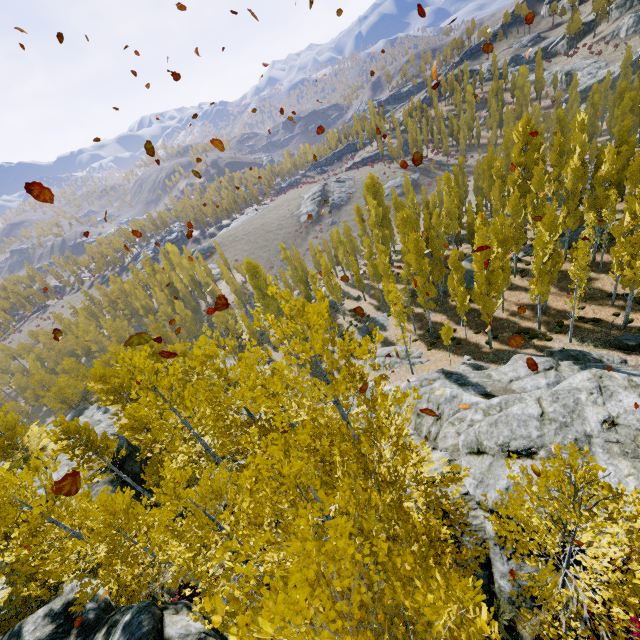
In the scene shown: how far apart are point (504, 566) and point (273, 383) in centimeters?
853cm

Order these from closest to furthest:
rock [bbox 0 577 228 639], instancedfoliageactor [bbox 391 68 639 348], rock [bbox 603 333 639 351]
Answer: rock [bbox 0 577 228 639] → rock [bbox 603 333 639 351] → instancedfoliageactor [bbox 391 68 639 348]

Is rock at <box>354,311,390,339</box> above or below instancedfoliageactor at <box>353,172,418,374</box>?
below

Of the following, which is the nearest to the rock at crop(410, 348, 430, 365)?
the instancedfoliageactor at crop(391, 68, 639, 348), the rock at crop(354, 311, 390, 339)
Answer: the instancedfoliageactor at crop(391, 68, 639, 348)

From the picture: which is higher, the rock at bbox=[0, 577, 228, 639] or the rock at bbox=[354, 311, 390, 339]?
the rock at bbox=[0, 577, 228, 639]

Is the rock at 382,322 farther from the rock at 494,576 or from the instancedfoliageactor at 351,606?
the rock at 494,576

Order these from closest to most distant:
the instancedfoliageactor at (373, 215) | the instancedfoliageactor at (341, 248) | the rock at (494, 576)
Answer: the rock at (494, 576), the instancedfoliageactor at (373, 215), the instancedfoliageactor at (341, 248)
